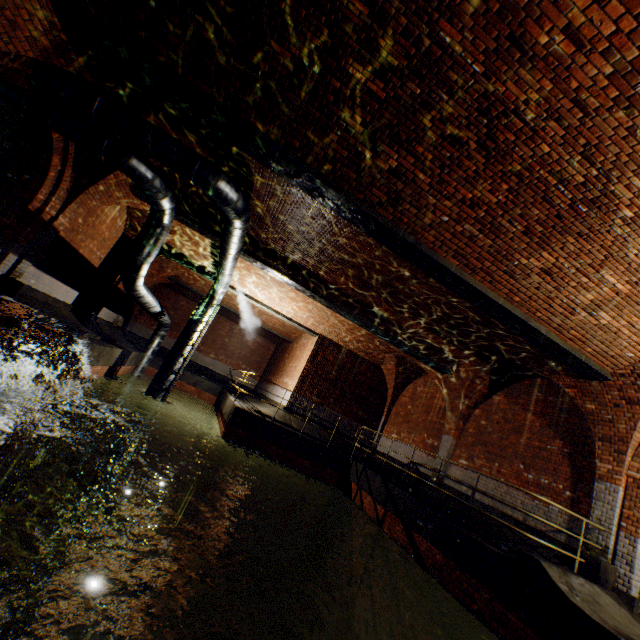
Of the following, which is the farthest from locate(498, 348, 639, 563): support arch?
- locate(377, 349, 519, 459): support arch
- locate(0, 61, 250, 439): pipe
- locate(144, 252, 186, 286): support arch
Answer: locate(144, 252, 186, 286): support arch

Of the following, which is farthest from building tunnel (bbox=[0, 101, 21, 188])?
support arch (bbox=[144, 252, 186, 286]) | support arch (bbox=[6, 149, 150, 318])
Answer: support arch (bbox=[144, 252, 186, 286])

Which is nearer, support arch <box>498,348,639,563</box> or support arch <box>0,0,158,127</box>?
support arch <box>0,0,158,127</box>

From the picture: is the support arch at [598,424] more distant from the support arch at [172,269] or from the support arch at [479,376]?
the support arch at [172,269]

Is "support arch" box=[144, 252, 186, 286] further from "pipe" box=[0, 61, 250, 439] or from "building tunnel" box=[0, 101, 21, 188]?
"building tunnel" box=[0, 101, 21, 188]

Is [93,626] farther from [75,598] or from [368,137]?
[368,137]

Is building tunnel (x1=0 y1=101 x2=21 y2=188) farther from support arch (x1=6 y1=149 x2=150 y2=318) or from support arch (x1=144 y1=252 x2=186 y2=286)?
support arch (x1=144 y1=252 x2=186 y2=286)

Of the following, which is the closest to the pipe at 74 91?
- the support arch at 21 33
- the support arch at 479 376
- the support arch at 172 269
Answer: the support arch at 21 33
